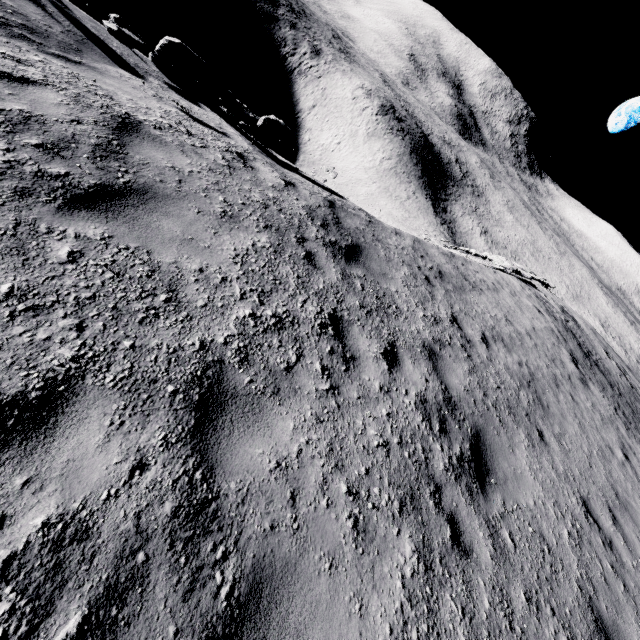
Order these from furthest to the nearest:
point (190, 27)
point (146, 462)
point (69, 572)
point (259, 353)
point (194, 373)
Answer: point (190, 27) < point (259, 353) < point (194, 373) < point (146, 462) < point (69, 572)

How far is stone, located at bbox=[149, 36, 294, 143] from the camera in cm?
770

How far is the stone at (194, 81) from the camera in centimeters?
770cm
